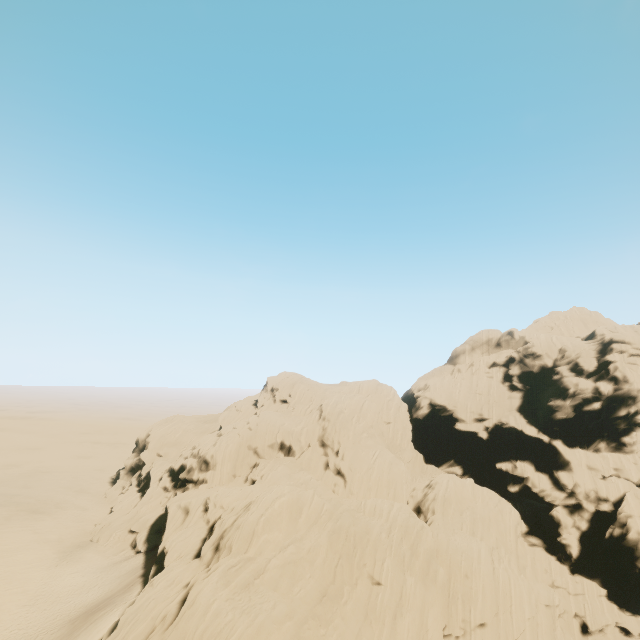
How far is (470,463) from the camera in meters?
55.4 m
